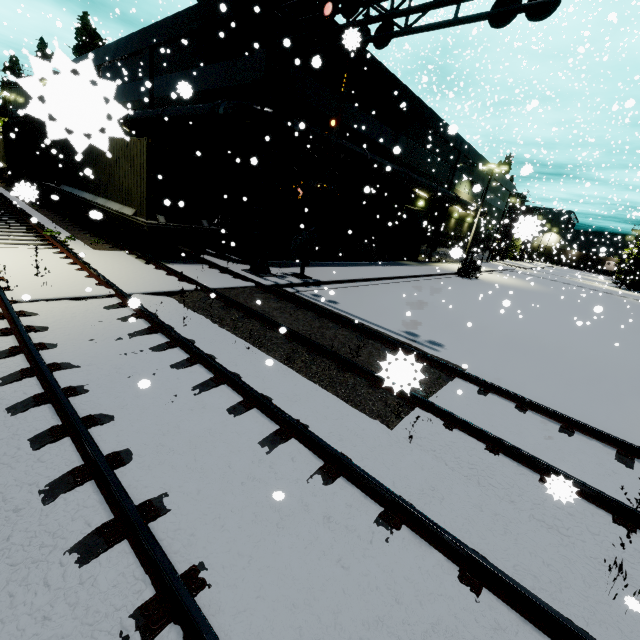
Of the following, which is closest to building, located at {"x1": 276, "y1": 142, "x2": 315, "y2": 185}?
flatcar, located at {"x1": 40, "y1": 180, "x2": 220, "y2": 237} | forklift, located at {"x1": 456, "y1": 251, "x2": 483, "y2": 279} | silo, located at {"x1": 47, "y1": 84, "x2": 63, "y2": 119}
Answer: silo, located at {"x1": 47, "y1": 84, "x2": 63, "y2": 119}

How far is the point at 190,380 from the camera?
5.3 meters

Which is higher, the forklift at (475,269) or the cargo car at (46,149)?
the cargo car at (46,149)

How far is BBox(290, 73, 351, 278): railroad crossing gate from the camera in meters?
11.7

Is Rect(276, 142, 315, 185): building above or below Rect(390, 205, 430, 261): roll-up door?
above

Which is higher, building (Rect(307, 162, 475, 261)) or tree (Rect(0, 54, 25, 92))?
tree (Rect(0, 54, 25, 92))

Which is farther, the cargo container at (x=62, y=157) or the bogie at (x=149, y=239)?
the bogie at (x=149, y=239)

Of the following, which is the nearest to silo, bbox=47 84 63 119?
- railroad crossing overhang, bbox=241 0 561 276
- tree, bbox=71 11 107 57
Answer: railroad crossing overhang, bbox=241 0 561 276
